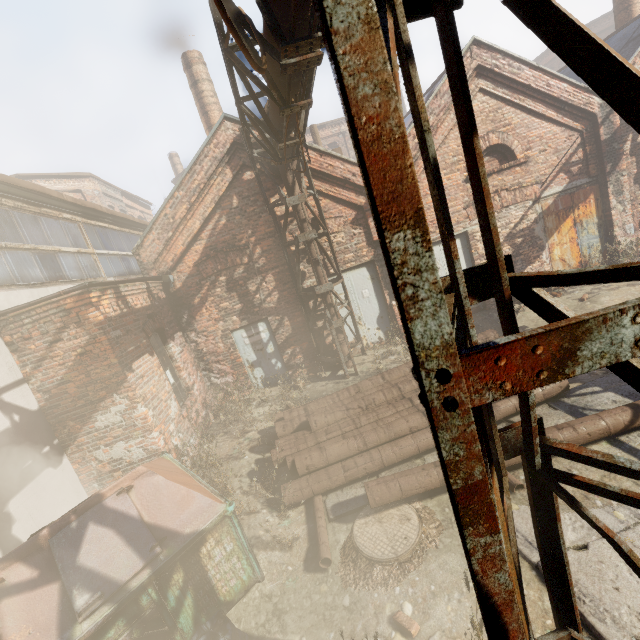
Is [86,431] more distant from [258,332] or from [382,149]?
[382,149]

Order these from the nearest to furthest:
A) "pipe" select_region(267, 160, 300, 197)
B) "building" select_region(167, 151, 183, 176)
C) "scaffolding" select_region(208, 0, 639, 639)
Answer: "scaffolding" select_region(208, 0, 639, 639) < "pipe" select_region(267, 160, 300, 197) < "building" select_region(167, 151, 183, 176)

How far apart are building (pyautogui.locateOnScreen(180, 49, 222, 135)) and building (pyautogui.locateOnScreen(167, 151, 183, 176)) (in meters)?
18.76

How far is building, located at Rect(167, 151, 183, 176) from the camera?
30.2 meters

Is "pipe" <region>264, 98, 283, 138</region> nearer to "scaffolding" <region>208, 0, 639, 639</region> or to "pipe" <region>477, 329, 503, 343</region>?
"scaffolding" <region>208, 0, 639, 639</region>

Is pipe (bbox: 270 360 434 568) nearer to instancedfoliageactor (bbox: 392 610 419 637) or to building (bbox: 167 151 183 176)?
instancedfoliageactor (bbox: 392 610 419 637)

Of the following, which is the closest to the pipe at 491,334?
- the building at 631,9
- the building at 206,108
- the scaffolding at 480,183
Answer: the scaffolding at 480,183

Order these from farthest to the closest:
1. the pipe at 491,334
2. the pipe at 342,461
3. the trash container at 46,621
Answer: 1. the pipe at 491,334
2. the pipe at 342,461
3. the trash container at 46,621
